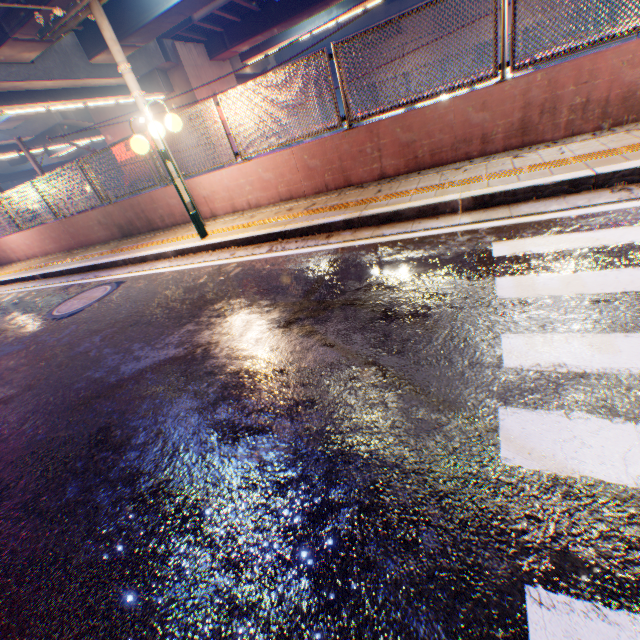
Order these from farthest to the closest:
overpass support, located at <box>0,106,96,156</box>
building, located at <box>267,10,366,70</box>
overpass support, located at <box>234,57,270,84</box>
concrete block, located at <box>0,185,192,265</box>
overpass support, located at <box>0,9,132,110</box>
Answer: building, located at <box>267,10,366,70</box> < overpass support, located at <box>234,57,270,84</box> < overpass support, located at <box>0,106,96,156</box> < overpass support, located at <box>0,9,132,110</box> < concrete block, located at <box>0,185,192,265</box>

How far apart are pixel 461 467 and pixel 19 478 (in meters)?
3.06

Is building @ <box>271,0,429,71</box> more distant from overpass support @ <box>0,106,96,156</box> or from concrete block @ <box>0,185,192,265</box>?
concrete block @ <box>0,185,192,265</box>

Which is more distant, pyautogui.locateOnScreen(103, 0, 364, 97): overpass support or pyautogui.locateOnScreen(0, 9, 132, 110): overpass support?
pyautogui.locateOnScreen(103, 0, 364, 97): overpass support

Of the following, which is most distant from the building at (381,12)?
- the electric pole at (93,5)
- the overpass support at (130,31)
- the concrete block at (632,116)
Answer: the electric pole at (93,5)

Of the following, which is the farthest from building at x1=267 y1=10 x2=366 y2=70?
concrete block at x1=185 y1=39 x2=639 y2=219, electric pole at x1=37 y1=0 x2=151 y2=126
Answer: electric pole at x1=37 y1=0 x2=151 y2=126

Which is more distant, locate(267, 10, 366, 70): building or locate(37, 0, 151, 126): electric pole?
locate(267, 10, 366, 70): building

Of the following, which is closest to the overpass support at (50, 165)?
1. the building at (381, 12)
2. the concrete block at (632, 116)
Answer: the concrete block at (632, 116)
